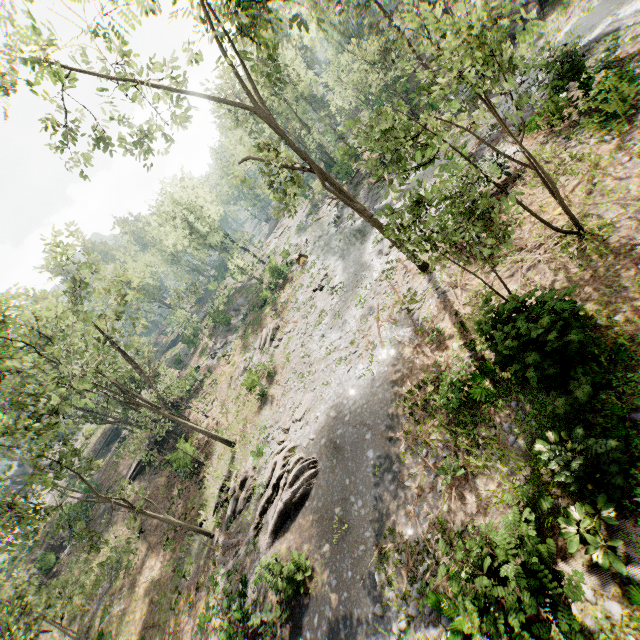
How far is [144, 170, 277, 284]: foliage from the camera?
42.1 meters

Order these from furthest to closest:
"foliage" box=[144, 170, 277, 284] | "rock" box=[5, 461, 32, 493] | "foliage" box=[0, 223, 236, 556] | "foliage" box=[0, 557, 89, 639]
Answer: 1. "rock" box=[5, 461, 32, 493]
2. "foliage" box=[144, 170, 277, 284]
3. "foliage" box=[0, 557, 89, 639]
4. "foliage" box=[0, 223, 236, 556]

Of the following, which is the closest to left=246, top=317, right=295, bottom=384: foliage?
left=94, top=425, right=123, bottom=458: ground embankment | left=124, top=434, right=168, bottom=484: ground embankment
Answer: left=94, top=425, right=123, bottom=458: ground embankment

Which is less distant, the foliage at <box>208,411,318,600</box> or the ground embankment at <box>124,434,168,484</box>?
the foliage at <box>208,411,318,600</box>

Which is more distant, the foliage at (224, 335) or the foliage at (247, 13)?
the foliage at (224, 335)

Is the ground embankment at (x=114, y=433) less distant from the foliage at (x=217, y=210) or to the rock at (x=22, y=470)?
the foliage at (x=217, y=210)

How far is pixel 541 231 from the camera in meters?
13.0 m

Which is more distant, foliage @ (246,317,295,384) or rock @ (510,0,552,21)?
foliage @ (246,317,295,384)
